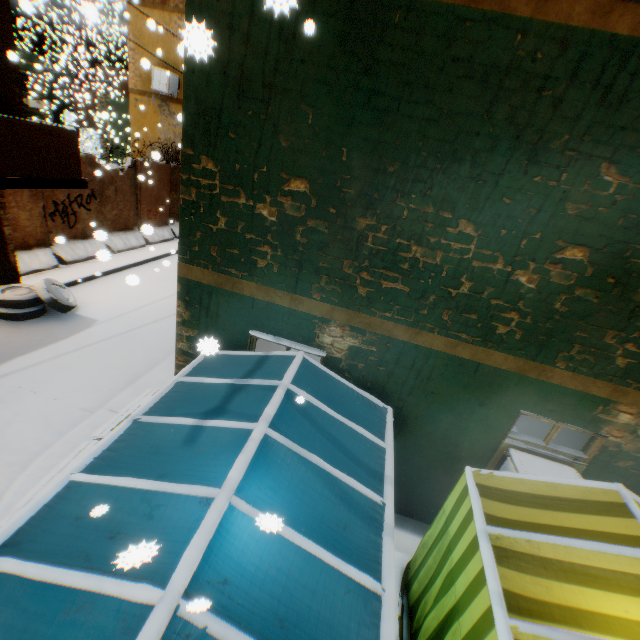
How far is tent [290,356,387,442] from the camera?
3.62m

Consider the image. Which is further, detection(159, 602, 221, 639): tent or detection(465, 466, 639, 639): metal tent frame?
detection(465, 466, 639, 639): metal tent frame

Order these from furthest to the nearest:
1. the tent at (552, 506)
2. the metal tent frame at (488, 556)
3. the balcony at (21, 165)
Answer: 1. the balcony at (21, 165)
2. the tent at (552, 506)
3. the metal tent frame at (488, 556)

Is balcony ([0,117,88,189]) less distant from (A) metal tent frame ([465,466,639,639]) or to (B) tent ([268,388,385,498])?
(B) tent ([268,388,385,498])

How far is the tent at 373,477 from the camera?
3.0 meters

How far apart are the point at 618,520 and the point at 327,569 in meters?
2.7

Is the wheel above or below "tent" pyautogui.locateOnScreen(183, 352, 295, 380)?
below

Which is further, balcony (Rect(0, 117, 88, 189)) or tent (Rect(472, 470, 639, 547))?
balcony (Rect(0, 117, 88, 189))
